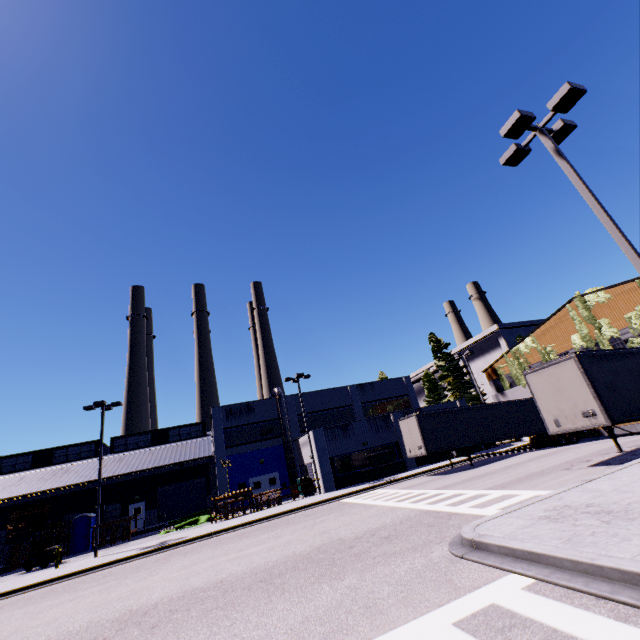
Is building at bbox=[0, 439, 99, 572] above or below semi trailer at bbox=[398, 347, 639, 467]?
above

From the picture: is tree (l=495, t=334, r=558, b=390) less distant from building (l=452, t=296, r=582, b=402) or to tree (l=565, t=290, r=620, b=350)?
building (l=452, t=296, r=582, b=402)

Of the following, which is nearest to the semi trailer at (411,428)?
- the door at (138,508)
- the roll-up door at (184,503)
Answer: the door at (138,508)

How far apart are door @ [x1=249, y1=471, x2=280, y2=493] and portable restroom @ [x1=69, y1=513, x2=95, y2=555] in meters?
13.7 m

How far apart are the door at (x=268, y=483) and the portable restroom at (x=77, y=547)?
13.7m

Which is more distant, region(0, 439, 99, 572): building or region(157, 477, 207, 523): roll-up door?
region(157, 477, 207, 523): roll-up door

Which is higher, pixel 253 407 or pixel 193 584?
pixel 253 407

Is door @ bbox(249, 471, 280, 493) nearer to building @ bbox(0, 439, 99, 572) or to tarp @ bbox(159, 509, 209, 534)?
building @ bbox(0, 439, 99, 572)
